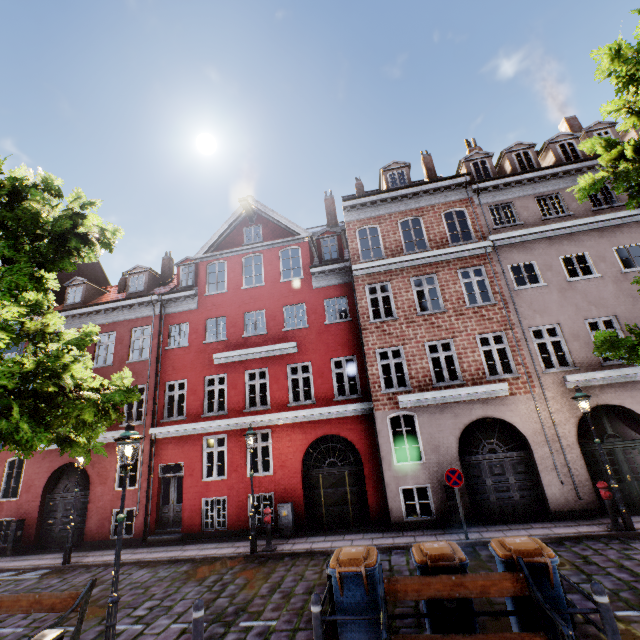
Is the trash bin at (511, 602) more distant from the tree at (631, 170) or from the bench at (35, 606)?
the bench at (35, 606)

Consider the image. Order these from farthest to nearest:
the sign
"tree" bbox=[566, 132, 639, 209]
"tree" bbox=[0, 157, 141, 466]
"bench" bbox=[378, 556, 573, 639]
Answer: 1. the sign
2. "tree" bbox=[566, 132, 639, 209]
3. "tree" bbox=[0, 157, 141, 466]
4. "bench" bbox=[378, 556, 573, 639]

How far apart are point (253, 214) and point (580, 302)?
15.55m

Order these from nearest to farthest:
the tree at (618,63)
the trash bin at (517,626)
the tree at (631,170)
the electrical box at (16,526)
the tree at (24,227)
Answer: the trash bin at (517,626) < the tree at (24,227) < the tree at (618,63) < the tree at (631,170) < the electrical box at (16,526)

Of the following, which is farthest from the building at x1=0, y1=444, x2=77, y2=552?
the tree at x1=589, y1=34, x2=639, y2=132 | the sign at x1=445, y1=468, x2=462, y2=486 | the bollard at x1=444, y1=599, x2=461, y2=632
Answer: the bollard at x1=444, y1=599, x2=461, y2=632

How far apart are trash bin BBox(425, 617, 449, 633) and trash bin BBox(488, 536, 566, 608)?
0.5 meters

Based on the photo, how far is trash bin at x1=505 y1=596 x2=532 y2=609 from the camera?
4.8 meters

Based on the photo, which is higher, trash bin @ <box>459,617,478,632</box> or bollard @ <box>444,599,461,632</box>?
bollard @ <box>444,599,461,632</box>
